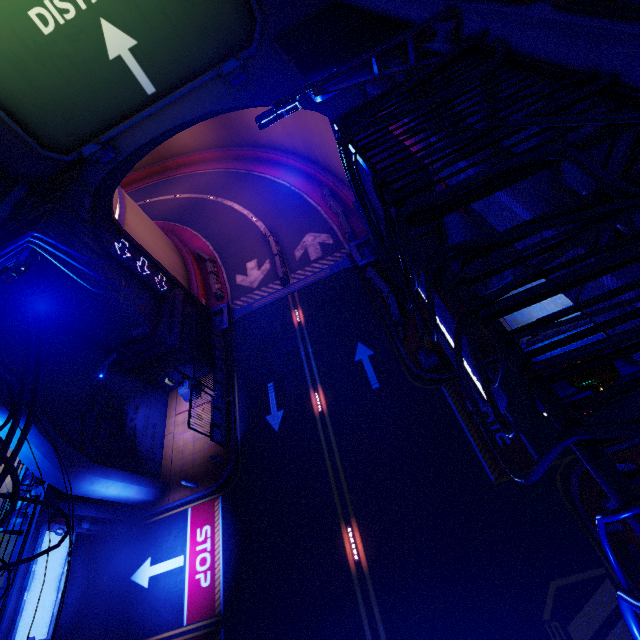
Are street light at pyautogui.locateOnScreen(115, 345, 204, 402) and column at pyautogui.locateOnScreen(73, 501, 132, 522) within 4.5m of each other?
no

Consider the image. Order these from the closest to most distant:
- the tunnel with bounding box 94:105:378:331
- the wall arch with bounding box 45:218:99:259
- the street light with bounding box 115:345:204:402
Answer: the wall arch with bounding box 45:218:99:259
the street light with bounding box 115:345:204:402
the tunnel with bounding box 94:105:378:331

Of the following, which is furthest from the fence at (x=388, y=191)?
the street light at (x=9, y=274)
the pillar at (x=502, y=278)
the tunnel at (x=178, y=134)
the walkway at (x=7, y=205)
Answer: the tunnel at (x=178, y=134)

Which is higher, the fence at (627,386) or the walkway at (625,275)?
the fence at (627,386)

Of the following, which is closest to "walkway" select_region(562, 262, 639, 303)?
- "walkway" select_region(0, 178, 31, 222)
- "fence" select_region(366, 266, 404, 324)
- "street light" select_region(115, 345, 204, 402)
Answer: "fence" select_region(366, 266, 404, 324)

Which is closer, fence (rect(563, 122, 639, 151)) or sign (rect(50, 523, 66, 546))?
fence (rect(563, 122, 639, 151))

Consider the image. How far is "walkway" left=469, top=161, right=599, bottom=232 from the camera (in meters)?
4.29

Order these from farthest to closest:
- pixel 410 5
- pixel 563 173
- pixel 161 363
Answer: pixel 161 363, pixel 410 5, pixel 563 173
